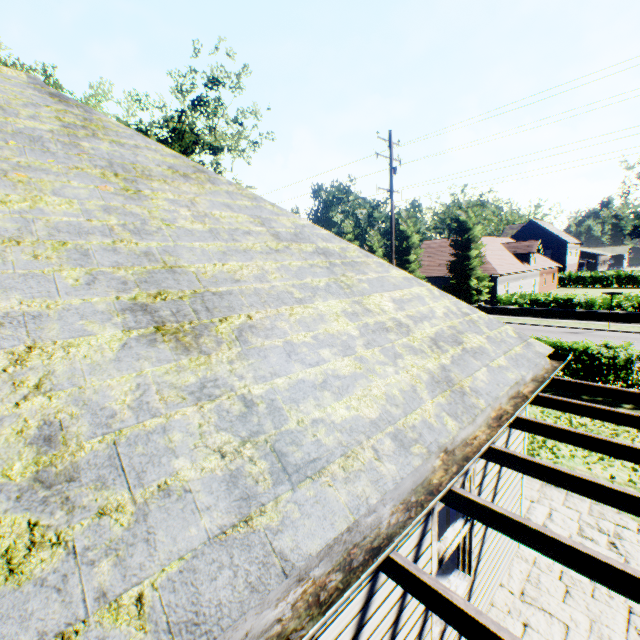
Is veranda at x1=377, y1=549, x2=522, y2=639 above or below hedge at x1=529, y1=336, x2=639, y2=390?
above

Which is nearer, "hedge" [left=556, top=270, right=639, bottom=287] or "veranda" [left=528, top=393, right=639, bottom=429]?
"veranda" [left=528, top=393, right=639, bottom=429]

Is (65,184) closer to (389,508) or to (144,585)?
(144,585)

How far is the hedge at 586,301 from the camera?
23.91m

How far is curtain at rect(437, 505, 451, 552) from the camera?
4.08m

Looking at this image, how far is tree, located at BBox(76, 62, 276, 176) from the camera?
22.0 meters

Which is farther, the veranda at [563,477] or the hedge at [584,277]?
the hedge at [584,277]

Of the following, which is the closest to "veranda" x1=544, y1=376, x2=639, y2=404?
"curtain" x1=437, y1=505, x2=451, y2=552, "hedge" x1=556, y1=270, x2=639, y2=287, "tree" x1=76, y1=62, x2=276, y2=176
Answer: "curtain" x1=437, y1=505, x2=451, y2=552
